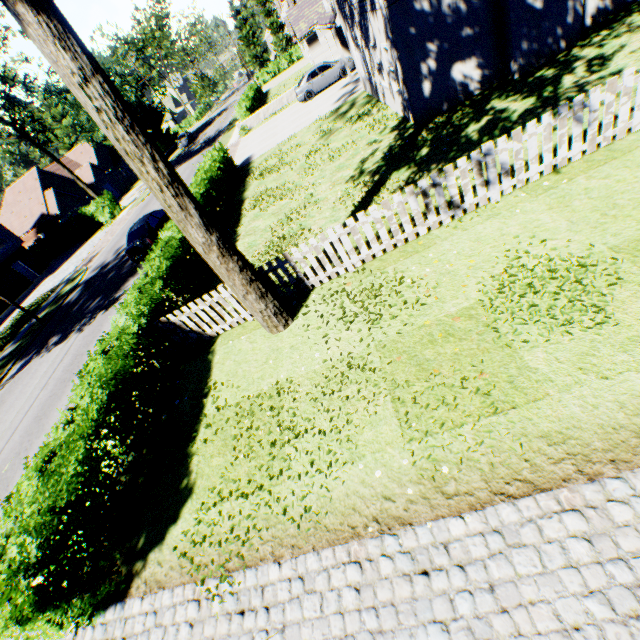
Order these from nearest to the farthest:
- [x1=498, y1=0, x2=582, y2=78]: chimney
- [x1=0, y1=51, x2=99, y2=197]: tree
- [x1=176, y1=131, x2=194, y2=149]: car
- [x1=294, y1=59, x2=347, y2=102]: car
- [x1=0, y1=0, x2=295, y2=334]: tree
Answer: [x1=0, y1=0, x2=295, y2=334]: tree → [x1=498, y1=0, x2=582, y2=78]: chimney → [x1=294, y1=59, x2=347, y2=102]: car → [x1=0, y1=51, x2=99, y2=197]: tree → [x1=176, y1=131, x2=194, y2=149]: car

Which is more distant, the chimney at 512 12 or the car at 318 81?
the car at 318 81

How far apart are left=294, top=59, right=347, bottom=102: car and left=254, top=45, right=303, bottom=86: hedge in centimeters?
3482cm

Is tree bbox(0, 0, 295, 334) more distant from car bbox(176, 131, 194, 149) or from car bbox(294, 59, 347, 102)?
car bbox(294, 59, 347, 102)

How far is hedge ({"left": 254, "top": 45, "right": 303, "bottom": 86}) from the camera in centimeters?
5130cm

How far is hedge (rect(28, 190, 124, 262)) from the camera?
34.1m

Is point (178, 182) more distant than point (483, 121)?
No

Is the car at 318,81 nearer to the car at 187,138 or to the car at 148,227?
the car at 148,227
